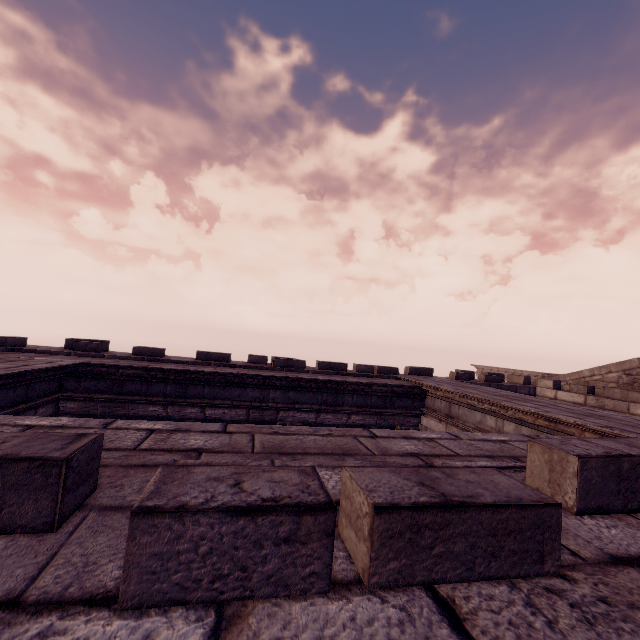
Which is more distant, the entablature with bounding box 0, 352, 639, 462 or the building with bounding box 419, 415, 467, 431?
the building with bounding box 419, 415, 467, 431

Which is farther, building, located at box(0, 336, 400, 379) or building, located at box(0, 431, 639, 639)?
building, located at box(0, 336, 400, 379)

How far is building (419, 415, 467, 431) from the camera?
7.0m

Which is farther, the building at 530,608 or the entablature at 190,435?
the entablature at 190,435

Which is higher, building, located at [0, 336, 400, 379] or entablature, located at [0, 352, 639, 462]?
building, located at [0, 336, 400, 379]

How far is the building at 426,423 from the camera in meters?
7.0

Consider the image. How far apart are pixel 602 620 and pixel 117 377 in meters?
7.9 m
